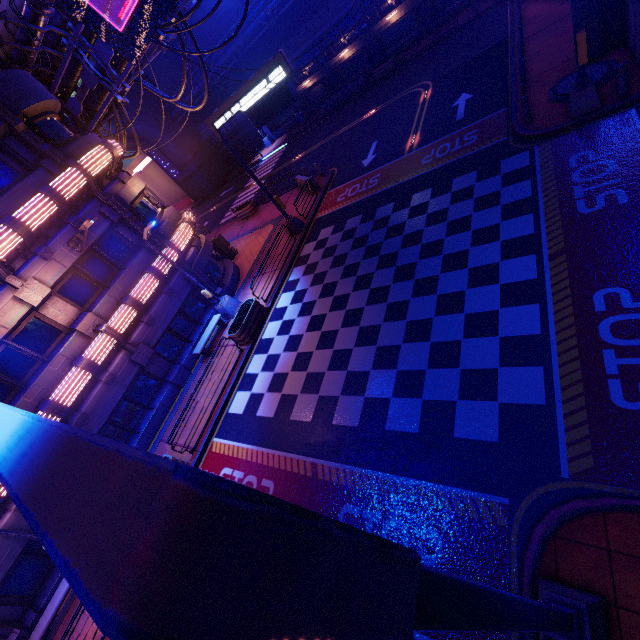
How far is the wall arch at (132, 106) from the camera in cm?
3756

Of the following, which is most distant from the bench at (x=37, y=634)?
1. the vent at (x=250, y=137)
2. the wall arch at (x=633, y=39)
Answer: the vent at (x=250, y=137)

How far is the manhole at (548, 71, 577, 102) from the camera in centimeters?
1212cm

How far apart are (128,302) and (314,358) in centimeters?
883cm

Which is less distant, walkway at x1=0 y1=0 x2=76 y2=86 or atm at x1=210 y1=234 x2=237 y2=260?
walkway at x1=0 y1=0 x2=76 y2=86

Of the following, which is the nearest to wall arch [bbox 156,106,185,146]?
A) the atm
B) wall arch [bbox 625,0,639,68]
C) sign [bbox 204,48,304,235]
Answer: the atm

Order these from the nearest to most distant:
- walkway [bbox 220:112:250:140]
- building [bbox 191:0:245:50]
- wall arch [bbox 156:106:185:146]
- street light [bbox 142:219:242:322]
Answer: street light [bbox 142:219:242:322] → building [bbox 191:0:245:50] → walkway [bbox 220:112:250:140] → wall arch [bbox 156:106:185:146]

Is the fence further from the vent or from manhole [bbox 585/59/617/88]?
manhole [bbox 585/59/617/88]
